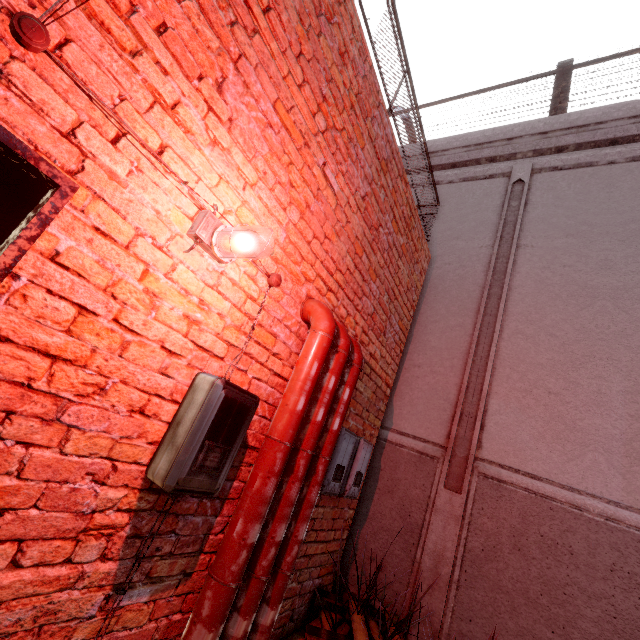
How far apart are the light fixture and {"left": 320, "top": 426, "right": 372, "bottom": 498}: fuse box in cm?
191

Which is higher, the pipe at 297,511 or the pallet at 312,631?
the pipe at 297,511

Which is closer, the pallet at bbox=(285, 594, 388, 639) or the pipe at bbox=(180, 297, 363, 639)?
the pipe at bbox=(180, 297, 363, 639)

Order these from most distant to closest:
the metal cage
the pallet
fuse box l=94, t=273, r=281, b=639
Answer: the metal cage
the pallet
fuse box l=94, t=273, r=281, b=639

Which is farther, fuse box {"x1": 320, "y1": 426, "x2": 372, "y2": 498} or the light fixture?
fuse box {"x1": 320, "y1": 426, "x2": 372, "y2": 498}

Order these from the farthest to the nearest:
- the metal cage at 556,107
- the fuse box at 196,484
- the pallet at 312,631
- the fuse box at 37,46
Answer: the metal cage at 556,107 → the pallet at 312,631 → the fuse box at 196,484 → the fuse box at 37,46

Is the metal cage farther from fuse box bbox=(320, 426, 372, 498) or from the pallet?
the pallet

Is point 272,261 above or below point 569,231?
below
